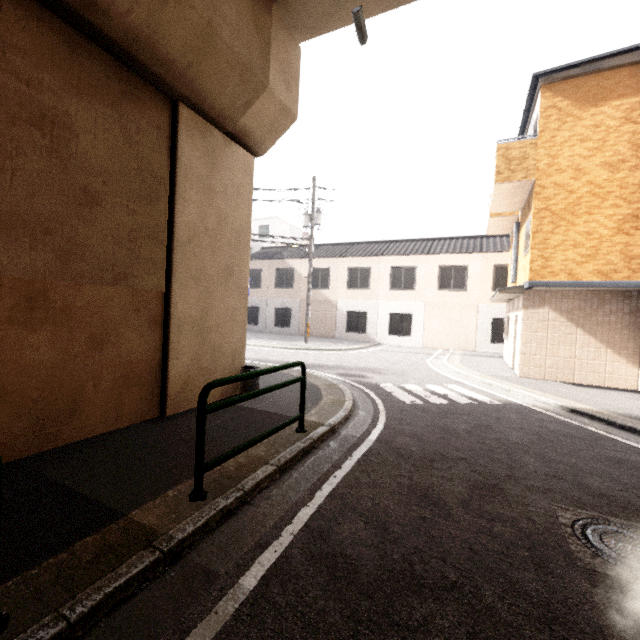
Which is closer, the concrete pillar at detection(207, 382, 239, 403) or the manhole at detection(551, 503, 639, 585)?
the manhole at detection(551, 503, 639, 585)

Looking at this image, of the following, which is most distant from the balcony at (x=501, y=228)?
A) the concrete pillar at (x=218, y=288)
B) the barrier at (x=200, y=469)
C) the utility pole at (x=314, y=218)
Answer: the barrier at (x=200, y=469)

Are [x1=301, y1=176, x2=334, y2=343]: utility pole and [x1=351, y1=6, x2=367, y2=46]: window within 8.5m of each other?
no

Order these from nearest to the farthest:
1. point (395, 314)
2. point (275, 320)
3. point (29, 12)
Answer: point (29, 12), point (395, 314), point (275, 320)

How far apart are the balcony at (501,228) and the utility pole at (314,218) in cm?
860

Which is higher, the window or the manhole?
the window

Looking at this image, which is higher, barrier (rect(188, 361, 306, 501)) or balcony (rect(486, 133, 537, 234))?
balcony (rect(486, 133, 537, 234))

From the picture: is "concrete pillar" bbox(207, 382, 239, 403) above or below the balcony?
below
